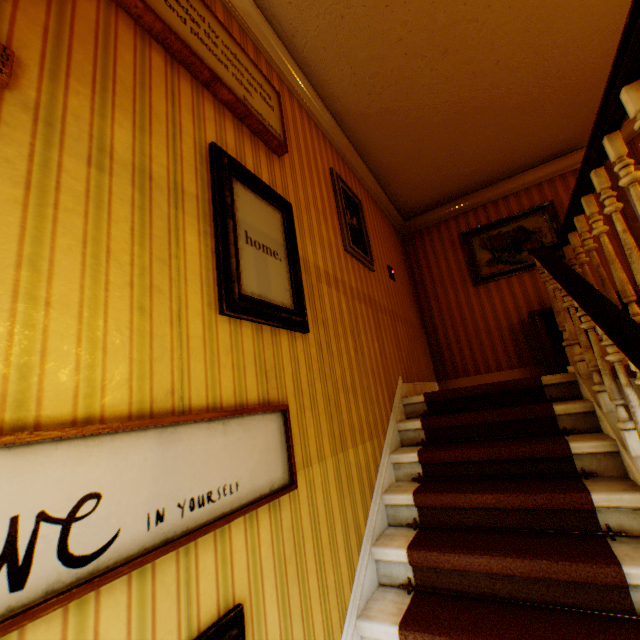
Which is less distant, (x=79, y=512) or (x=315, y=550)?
(x=79, y=512)

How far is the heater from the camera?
4.29m

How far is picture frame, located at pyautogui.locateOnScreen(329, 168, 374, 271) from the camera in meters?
3.3 m

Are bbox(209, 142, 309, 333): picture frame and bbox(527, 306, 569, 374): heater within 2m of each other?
no

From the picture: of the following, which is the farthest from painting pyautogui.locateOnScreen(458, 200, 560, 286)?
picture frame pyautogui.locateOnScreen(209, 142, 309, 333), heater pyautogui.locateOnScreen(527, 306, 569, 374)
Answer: picture frame pyautogui.locateOnScreen(209, 142, 309, 333)

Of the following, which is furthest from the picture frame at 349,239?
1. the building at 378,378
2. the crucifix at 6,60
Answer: the crucifix at 6,60

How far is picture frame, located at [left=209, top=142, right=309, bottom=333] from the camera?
1.62m

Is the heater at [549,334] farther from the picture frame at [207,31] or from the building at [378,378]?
the picture frame at [207,31]
